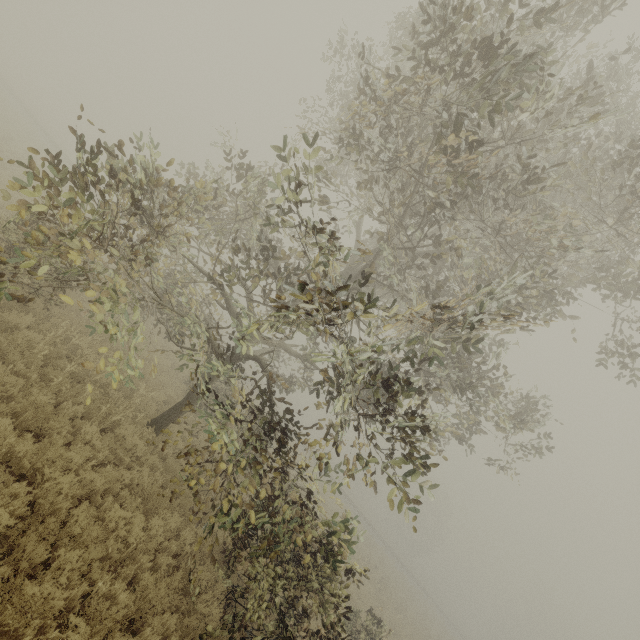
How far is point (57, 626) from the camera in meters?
4.7
